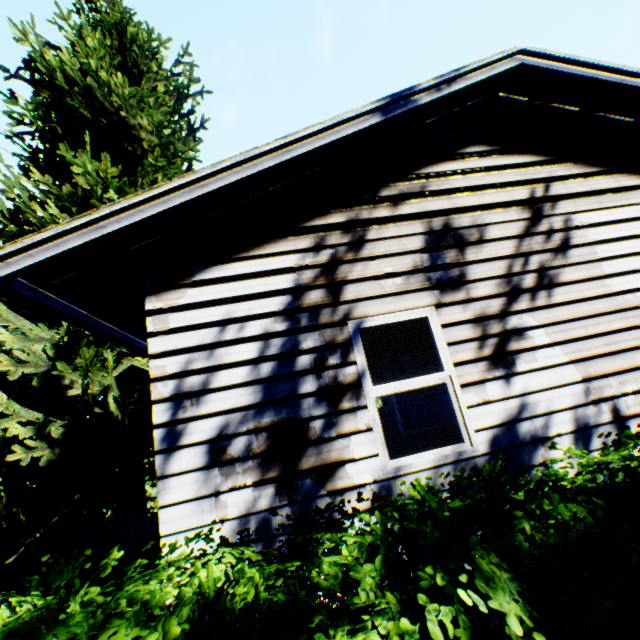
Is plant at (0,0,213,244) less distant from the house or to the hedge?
the house

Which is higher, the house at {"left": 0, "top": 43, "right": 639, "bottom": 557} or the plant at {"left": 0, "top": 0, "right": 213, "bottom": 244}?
the plant at {"left": 0, "top": 0, "right": 213, "bottom": 244}

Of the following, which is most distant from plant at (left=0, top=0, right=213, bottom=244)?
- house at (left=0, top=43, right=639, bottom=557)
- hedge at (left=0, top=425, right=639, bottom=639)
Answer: hedge at (left=0, top=425, right=639, bottom=639)

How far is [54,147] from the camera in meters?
10.0

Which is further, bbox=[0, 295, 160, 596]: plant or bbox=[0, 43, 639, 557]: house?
bbox=[0, 295, 160, 596]: plant

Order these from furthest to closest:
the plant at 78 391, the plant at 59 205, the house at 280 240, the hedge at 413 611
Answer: the plant at 59 205 < the plant at 78 391 < the house at 280 240 < the hedge at 413 611

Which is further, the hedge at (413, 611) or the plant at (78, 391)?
the plant at (78, 391)
